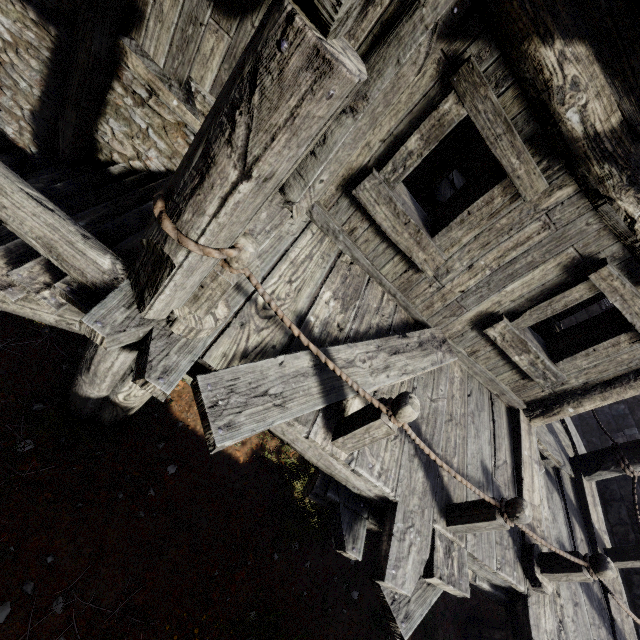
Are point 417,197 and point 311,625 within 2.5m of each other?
no
